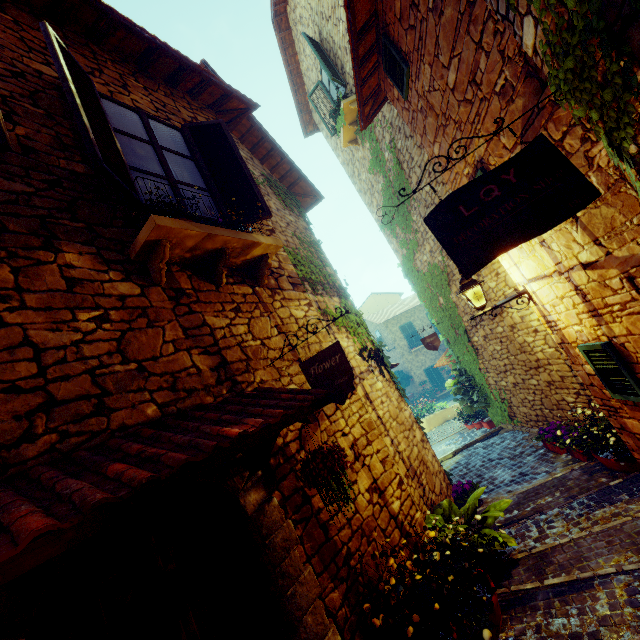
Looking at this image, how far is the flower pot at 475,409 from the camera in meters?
9.2

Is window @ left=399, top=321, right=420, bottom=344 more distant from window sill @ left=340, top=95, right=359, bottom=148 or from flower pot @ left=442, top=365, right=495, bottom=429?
window sill @ left=340, top=95, right=359, bottom=148

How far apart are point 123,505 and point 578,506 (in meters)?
5.33

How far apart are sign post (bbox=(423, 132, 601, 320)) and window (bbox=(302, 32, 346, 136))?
6.26m

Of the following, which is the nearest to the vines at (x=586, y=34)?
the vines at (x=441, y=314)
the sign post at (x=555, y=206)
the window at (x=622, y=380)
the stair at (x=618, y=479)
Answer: the sign post at (x=555, y=206)

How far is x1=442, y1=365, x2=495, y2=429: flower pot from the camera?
9.2m

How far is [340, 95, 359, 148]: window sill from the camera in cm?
801

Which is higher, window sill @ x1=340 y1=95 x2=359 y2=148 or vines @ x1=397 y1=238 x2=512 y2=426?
window sill @ x1=340 y1=95 x2=359 y2=148
